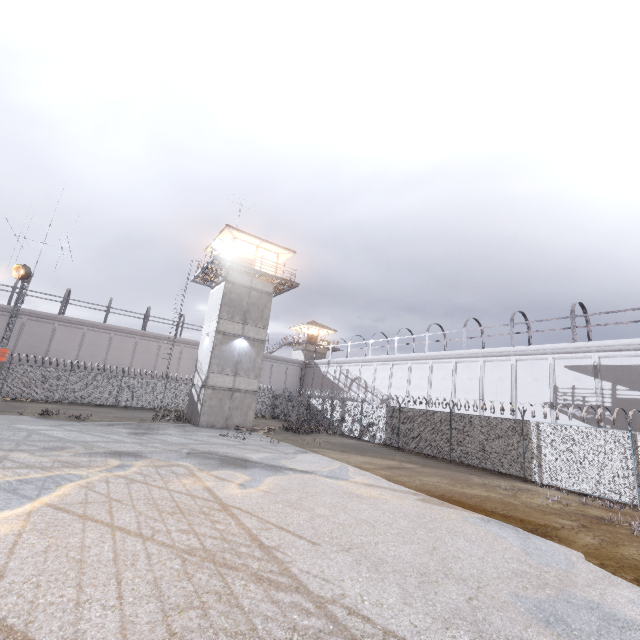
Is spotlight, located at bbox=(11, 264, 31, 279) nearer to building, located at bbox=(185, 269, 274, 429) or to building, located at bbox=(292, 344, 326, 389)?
building, located at bbox=(185, 269, 274, 429)

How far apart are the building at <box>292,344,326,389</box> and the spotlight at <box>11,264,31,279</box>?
33.68m

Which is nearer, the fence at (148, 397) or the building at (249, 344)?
the building at (249, 344)

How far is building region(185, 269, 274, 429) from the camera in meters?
23.0

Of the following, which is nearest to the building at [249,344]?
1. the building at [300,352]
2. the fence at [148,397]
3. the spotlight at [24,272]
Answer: the fence at [148,397]

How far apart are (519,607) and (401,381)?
28.8m

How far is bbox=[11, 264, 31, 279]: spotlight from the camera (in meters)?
20.94

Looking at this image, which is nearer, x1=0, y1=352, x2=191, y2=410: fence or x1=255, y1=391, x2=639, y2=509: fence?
x1=255, y1=391, x2=639, y2=509: fence
